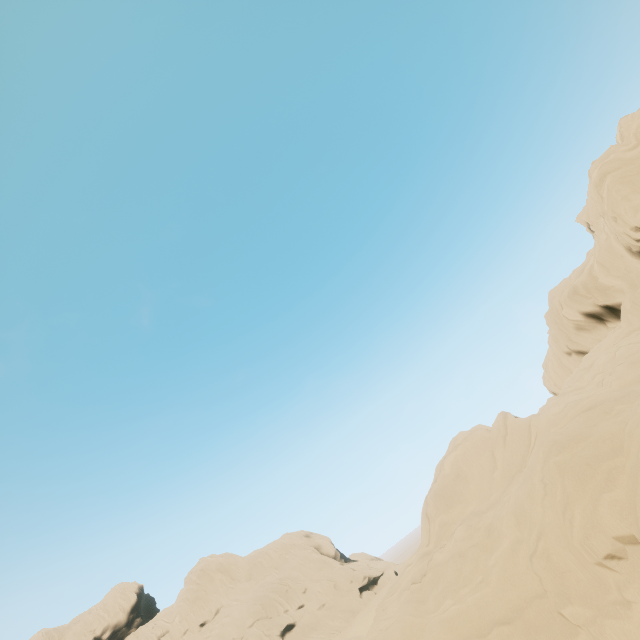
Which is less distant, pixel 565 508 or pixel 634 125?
pixel 565 508
